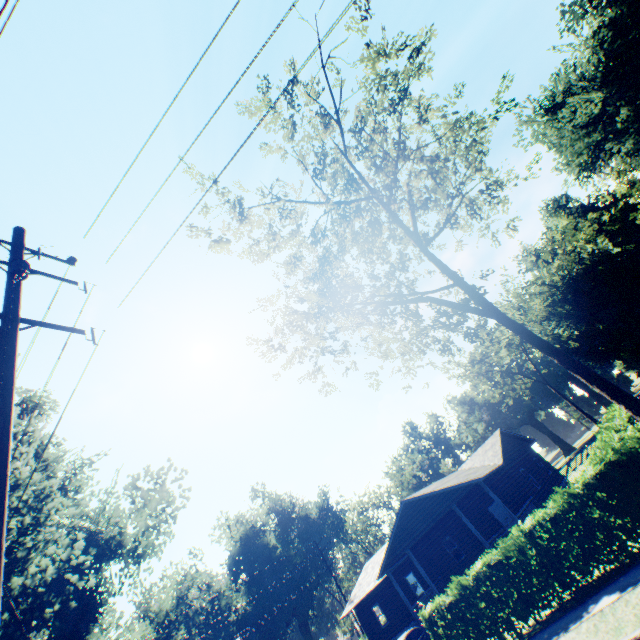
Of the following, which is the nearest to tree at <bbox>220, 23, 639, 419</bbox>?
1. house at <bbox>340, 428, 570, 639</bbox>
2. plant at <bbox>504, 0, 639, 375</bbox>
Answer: house at <bbox>340, 428, 570, 639</bbox>

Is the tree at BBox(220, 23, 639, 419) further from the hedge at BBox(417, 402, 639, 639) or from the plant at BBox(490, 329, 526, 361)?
the plant at BBox(490, 329, 526, 361)

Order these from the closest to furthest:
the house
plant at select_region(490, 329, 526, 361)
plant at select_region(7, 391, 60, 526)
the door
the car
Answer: plant at select_region(7, 391, 60, 526)
the car
the house
the door
plant at select_region(490, 329, 526, 361)

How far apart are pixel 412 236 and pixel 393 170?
4.3m

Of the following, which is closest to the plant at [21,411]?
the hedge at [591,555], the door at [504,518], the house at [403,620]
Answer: the hedge at [591,555]

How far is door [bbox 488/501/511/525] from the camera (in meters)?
22.76

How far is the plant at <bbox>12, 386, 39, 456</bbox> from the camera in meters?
11.8 m

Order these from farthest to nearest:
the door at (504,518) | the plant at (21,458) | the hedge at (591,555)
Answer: the door at (504,518) < the plant at (21,458) < the hedge at (591,555)
